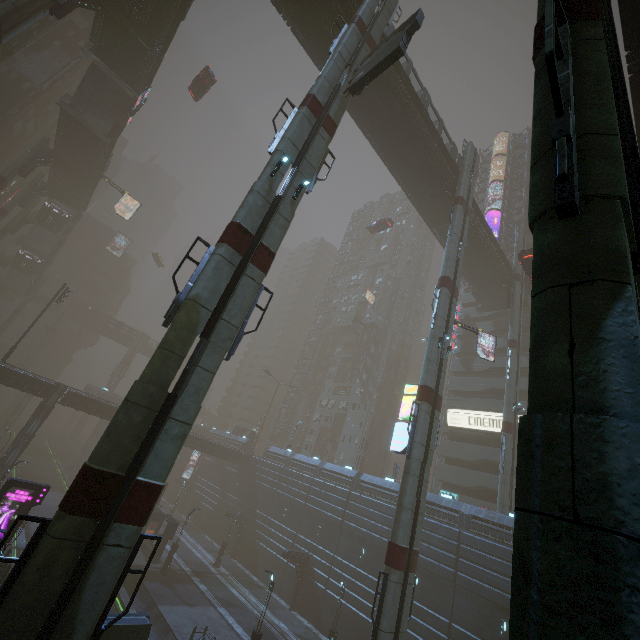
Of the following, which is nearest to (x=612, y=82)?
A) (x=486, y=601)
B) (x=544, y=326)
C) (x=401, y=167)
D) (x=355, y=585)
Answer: (x=544, y=326)

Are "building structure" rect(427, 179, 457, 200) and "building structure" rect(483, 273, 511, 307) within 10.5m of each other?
no

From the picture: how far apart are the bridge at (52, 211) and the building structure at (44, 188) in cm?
356

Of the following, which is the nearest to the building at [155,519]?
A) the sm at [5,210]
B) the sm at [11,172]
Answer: the sm at [5,210]

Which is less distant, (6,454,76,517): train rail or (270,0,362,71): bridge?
(270,0,362,71): bridge

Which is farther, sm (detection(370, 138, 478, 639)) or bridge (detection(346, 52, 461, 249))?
bridge (detection(346, 52, 461, 249))

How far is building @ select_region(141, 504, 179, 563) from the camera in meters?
31.4

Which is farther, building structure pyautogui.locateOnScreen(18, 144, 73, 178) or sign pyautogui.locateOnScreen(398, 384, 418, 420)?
building structure pyautogui.locateOnScreen(18, 144, 73, 178)
